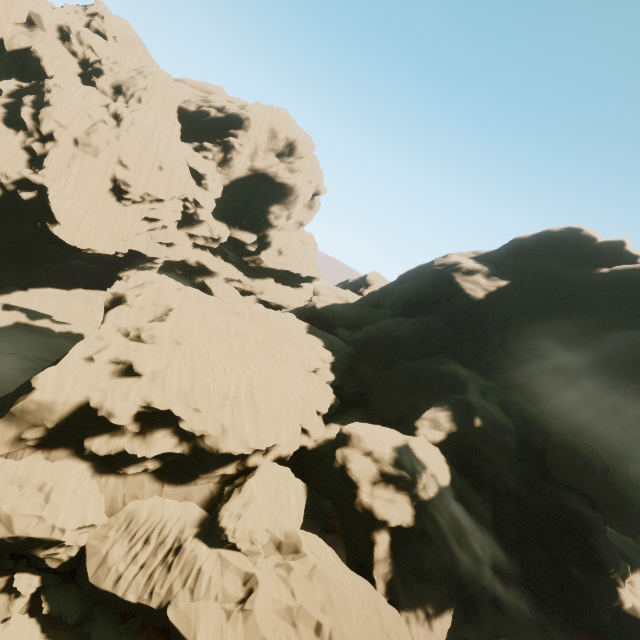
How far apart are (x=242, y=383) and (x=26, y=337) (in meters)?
43.44

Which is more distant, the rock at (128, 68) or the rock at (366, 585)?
the rock at (128, 68)

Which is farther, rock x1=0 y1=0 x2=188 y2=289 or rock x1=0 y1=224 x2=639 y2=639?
rock x1=0 y1=0 x2=188 y2=289
